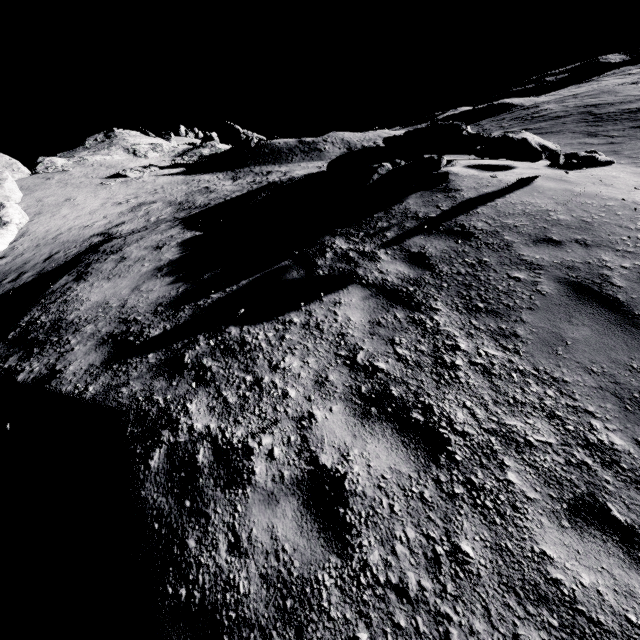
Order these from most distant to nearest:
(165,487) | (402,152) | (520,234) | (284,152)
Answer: (284,152)
(402,152)
(520,234)
(165,487)

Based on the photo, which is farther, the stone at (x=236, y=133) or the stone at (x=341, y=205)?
the stone at (x=236, y=133)

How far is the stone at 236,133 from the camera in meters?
37.6

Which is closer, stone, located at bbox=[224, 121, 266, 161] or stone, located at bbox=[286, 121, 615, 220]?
stone, located at bbox=[286, 121, 615, 220]

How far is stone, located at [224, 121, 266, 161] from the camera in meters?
37.6 m

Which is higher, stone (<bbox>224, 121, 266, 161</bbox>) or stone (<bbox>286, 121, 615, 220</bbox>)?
stone (<bbox>224, 121, 266, 161</bbox>)

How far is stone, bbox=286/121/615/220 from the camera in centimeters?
546cm
